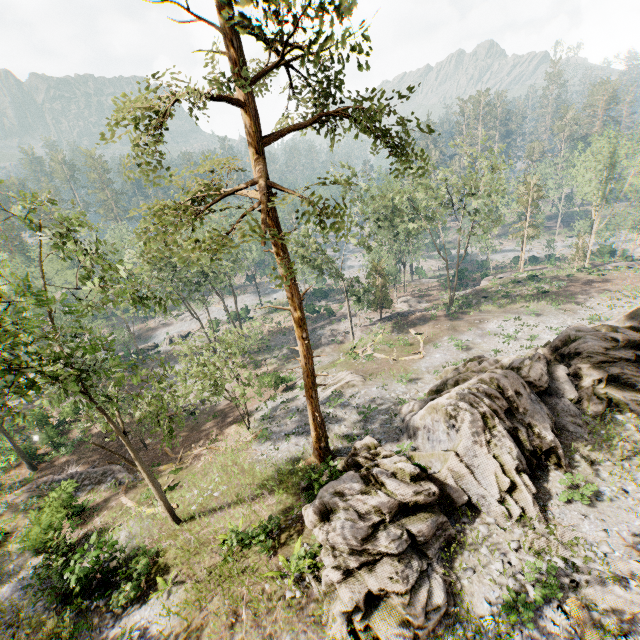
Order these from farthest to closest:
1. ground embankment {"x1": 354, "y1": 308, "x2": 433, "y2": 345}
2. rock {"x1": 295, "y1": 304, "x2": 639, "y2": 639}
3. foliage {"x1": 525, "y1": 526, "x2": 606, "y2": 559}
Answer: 1. ground embankment {"x1": 354, "y1": 308, "x2": 433, "y2": 345}
2. foliage {"x1": 525, "y1": 526, "x2": 606, "y2": 559}
3. rock {"x1": 295, "y1": 304, "x2": 639, "y2": 639}

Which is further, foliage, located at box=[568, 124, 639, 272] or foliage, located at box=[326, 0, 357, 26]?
foliage, located at box=[568, 124, 639, 272]

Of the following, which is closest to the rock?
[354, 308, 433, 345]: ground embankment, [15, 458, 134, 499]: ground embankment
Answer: [354, 308, 433, 345]: ground embankment

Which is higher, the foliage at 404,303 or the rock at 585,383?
the rock at 585,383

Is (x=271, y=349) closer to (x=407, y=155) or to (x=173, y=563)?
(x=173, y=563)

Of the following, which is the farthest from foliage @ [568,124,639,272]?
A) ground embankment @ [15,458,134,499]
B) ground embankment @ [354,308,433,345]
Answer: ground embankment @ [15,458,134,499]

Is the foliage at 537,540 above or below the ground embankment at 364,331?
above

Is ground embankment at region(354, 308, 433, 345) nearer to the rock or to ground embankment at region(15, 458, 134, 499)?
the rock
